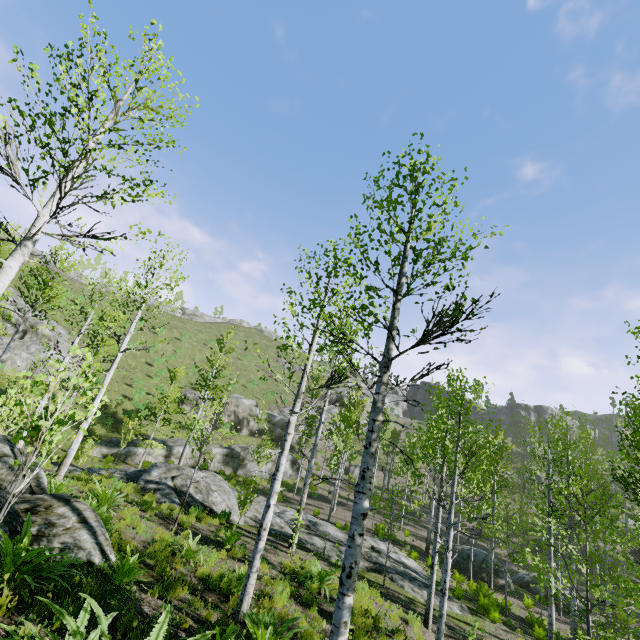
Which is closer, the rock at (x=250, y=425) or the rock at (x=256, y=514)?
the rock at (x=256, y=514)

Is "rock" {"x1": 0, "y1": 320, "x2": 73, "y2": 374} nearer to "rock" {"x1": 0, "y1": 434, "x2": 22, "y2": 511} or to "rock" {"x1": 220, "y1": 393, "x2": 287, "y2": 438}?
"rock" {"x1": 220, "y1": 393, "x2": 287, "y2": 438}

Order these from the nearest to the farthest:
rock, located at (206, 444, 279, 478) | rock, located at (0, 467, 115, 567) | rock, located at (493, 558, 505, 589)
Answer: rock, located at (0, 467, 115, 567) < rock, located at (493, 558, 505, 589) < rock, located at (206, 444, 279, 478)

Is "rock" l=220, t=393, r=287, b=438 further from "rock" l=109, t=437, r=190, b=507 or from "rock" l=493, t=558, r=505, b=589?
"rock" l=493, t=558, r=505, b=589

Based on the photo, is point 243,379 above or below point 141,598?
above

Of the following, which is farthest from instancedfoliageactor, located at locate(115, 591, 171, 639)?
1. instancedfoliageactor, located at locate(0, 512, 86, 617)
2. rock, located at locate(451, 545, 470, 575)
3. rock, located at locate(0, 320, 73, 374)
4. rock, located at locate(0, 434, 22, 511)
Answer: rock, located at locate(0, 320, 73, 374)

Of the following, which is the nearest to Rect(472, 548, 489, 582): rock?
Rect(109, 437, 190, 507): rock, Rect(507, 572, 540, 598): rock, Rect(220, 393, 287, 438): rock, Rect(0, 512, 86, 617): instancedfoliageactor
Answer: Rect(507, 572, 540, 598): rock

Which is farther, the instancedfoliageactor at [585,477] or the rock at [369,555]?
the rock at [369,555]
